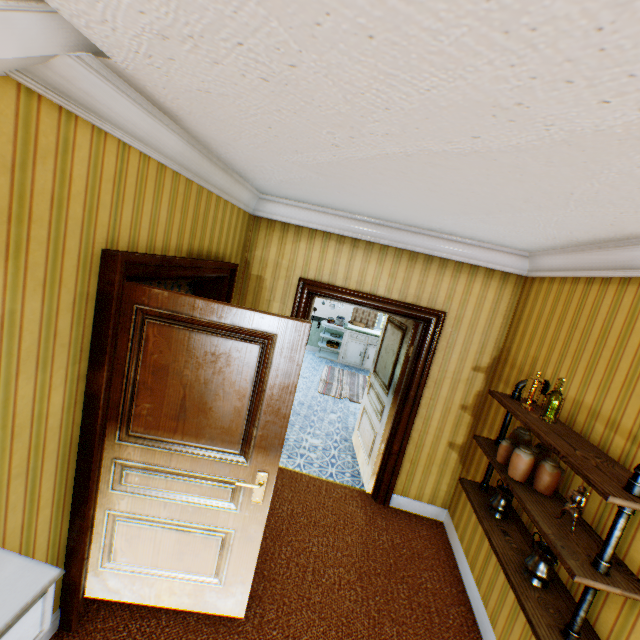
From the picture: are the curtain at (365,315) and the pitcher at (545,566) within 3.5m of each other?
no

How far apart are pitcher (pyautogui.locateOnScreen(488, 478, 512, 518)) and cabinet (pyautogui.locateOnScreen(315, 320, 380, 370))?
6.36m

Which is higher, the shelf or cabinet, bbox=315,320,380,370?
the shelf

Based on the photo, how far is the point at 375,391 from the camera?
4.6m

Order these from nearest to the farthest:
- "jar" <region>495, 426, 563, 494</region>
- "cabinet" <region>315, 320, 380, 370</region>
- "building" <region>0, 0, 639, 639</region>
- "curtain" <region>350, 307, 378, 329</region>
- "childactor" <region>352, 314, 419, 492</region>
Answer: "building" <region>0, 0, 639, 639</region>, "jar" <region>495, 426, 563, 494</region>, "childactor" <region>352, 314, 419, 492</region>, "cabinet" <region>315, 320, 380, 370</region>, "curtain" <region>350, 307, 378, 329</region>

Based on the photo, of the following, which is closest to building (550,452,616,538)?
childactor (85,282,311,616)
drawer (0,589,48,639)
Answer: childactor (85,282,311,616)

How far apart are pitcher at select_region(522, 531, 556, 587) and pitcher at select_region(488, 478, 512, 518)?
0.4m

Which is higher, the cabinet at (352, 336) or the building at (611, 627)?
the building at (611, 627)
